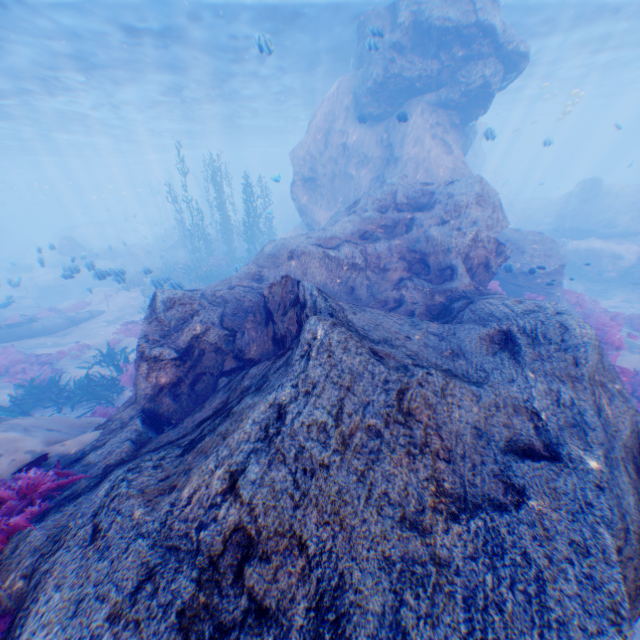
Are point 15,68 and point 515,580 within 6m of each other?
no

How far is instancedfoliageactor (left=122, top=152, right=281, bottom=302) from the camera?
19.78m

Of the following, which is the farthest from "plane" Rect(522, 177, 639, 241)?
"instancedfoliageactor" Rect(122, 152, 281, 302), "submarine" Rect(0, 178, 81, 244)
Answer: "submarine" Rect(0, 178, 81, 244)

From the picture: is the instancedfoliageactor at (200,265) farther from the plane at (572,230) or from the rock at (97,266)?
the plane at (572,230)

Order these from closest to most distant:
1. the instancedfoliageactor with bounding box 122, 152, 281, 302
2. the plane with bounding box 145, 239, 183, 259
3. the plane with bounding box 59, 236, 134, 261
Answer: the instancedfoliageactor with bounding box 122, 152, 281, 302, the plane with bounding box 59, 236, 134, 261, the plane with bounding box 145, 239, 183, 259

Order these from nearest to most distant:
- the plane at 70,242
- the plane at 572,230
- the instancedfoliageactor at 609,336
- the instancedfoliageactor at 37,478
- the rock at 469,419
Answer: the rock at 469,419
the instancedfoliageactor at 37,478
the instancedfoliageactor at 609,336
the plane at 572,230
the plane at 70,242

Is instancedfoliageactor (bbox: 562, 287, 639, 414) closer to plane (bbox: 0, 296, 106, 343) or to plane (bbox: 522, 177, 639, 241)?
plane (bbox: 522, 177, 639, 241)
